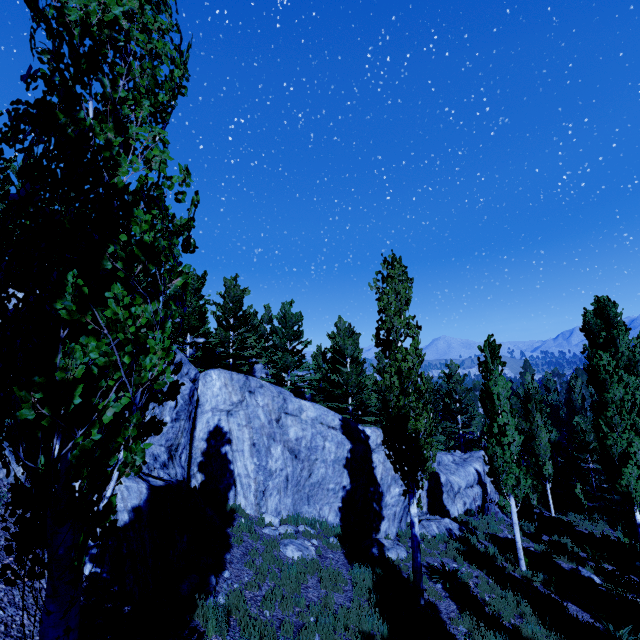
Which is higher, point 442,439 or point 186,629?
point 186,629

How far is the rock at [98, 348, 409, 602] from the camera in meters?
6.7

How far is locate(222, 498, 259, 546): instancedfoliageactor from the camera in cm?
922

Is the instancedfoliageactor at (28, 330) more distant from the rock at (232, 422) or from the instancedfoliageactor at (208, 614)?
the instancedfoliageactor at (208, 614)

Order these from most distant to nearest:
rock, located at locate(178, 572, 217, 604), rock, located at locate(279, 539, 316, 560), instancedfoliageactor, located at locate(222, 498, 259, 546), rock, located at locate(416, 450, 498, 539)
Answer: rock, located at locate(416, 450, 498, 539), rock, located at locate(279, 539, 316, 560), instancedfoliageactor, located at locate(222, 498, 259, 546), rock, located at locate(178, 572, 217, 604)

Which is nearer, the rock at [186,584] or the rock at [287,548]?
the rock at [186,584]

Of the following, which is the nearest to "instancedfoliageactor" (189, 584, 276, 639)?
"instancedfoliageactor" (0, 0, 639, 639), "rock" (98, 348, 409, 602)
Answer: "rock" (98, 348, 409, 602)

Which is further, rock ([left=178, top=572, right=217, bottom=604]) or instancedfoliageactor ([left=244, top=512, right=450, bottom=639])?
instancedfoliageactor ([left=244, top=512, right=450, bottom=639])
